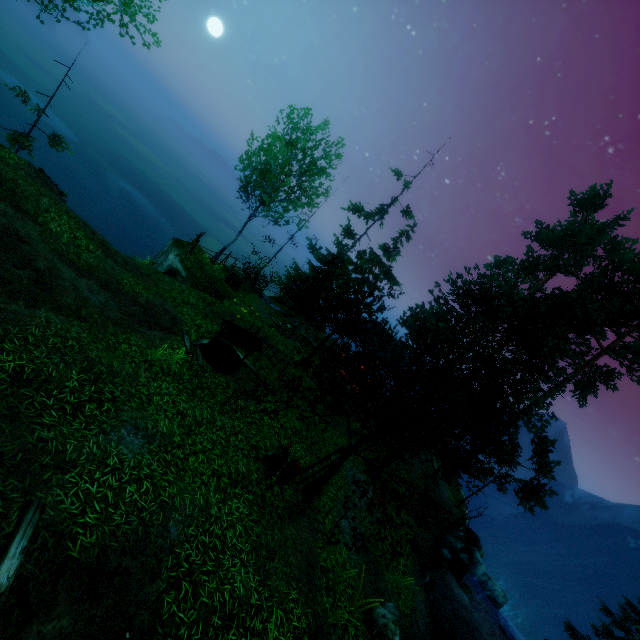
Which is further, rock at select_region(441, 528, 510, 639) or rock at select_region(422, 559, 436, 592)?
rock at select_region(441, 528, 510, 639)

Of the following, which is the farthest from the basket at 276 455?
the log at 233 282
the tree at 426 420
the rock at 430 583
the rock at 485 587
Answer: the rock at 485 587

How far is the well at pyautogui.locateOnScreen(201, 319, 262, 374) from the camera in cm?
1177

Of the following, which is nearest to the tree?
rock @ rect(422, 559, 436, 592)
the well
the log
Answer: the well

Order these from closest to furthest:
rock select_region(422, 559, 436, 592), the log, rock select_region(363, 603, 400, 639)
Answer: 1. rock select_region(363, 603, 400, 639)
2. rock select_region(422, 559, 436, 592)
3. the log

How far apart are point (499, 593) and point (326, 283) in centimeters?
2158cm

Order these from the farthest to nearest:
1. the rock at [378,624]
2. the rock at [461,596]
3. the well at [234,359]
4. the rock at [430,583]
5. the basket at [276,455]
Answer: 1. the rock at [461,596]
2. the rock at [430,583]
3. the well at [234,359]
4. the basket at [276,455]
5. the rock at [378,624]

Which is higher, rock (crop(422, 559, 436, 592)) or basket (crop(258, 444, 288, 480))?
basket (crop(258, 444, 288, 480))
